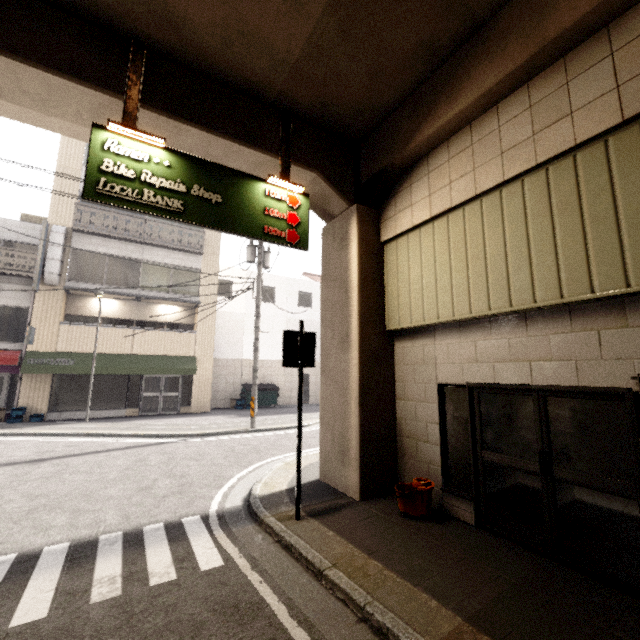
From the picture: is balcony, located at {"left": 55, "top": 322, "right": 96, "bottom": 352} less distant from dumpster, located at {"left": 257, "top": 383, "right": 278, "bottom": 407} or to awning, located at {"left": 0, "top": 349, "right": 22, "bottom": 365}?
awning, located at {"left": 0, "top": 349, "right": 22, "bottom": 365}

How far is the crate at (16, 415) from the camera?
13.1 meters

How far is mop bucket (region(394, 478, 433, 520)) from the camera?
4.8 meters

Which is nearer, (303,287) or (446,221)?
(446,221)

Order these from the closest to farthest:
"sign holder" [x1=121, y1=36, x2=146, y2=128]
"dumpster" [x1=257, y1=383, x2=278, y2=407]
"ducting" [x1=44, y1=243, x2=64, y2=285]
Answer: "sign holder" [x1=121, y1=36, x2=146, y2=128]
"ducting" [x1=44, y1=243, x2=64, y2=285]
"dumpster" [x1=257, y1=383, x2=278, y2=407]

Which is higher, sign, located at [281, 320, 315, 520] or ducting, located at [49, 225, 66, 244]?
ducting, located at [49, 225, 66, 244]

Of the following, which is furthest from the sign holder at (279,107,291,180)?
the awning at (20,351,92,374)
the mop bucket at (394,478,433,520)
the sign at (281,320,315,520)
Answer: the awning at (20,351,92,374)

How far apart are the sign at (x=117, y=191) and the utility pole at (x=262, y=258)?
7.42m
